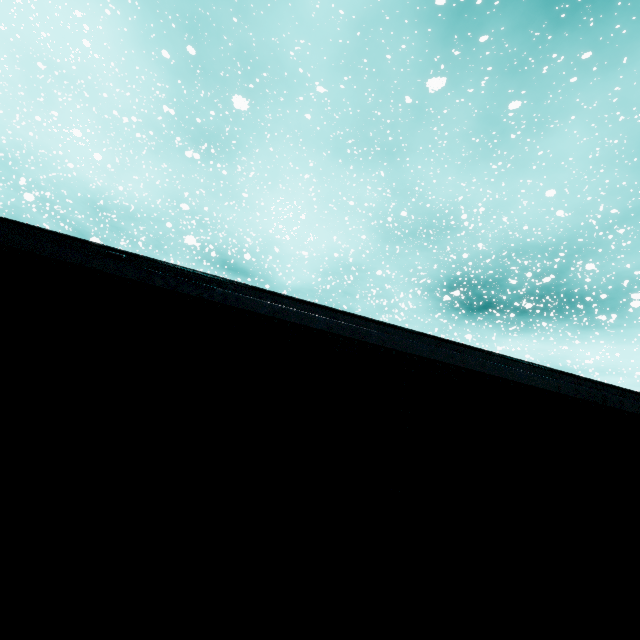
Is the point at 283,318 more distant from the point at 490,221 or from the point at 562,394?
the point at 490,221
